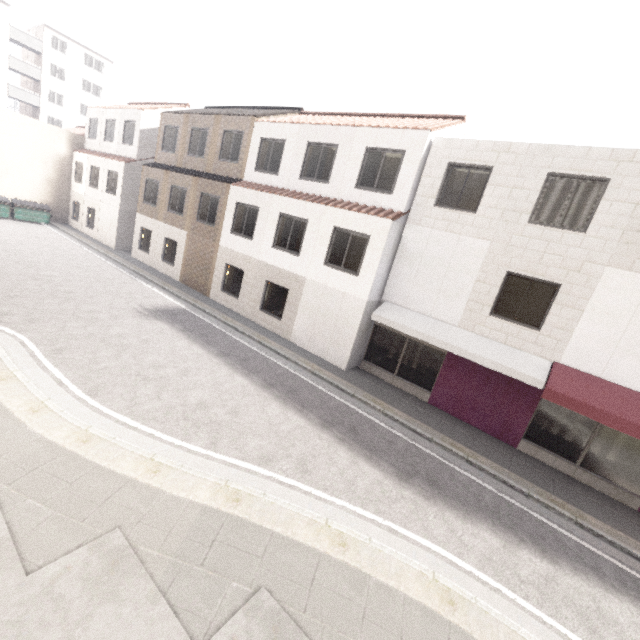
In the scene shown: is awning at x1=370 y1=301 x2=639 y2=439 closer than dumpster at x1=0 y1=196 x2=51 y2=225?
Yes

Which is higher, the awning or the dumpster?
the awning

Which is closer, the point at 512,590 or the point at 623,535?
the point at 512,590

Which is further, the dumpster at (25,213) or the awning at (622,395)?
the dumpster at (25,213)

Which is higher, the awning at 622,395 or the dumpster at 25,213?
the awning at 622,395
